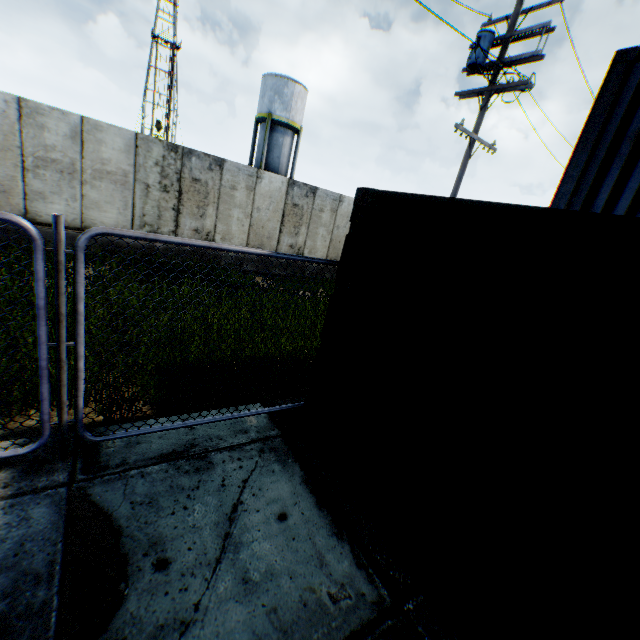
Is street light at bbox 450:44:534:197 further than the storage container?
Yes

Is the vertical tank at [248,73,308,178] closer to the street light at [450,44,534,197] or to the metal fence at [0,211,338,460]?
the street light at [450,44,534,197]

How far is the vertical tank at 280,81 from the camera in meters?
26.8 m

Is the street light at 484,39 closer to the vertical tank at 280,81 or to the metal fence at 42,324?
the metal fence at 42,324

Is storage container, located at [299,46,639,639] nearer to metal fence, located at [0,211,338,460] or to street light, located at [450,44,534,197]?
metal fence, located at [0,211,338,460]

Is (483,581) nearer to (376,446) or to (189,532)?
(376,446)

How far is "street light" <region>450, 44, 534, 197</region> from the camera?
9.05m

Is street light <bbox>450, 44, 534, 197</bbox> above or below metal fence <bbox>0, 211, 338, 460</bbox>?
above
